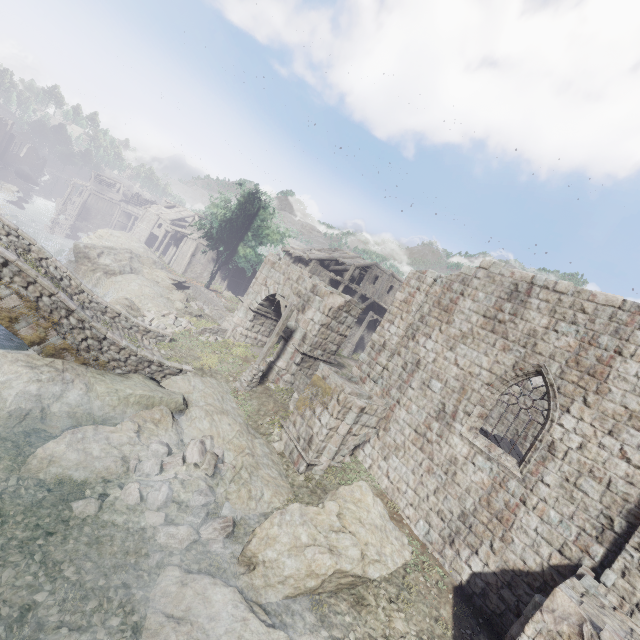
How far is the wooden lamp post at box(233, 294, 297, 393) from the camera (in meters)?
15.70

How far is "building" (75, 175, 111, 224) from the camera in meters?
57.8

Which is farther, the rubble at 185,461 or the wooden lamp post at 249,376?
the wooden lamp post at 249,376

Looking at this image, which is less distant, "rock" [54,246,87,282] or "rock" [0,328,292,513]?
"rock" [0,328,292,513]

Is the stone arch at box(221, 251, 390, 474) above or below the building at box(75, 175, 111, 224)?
above

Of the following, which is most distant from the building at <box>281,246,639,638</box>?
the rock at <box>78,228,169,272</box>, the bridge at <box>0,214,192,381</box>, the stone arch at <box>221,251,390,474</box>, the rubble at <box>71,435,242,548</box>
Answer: the bridge at <box>0,214,192,381</box>

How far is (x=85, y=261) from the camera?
24.8 meters

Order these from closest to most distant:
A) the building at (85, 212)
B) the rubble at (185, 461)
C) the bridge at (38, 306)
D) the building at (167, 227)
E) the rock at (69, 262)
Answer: the rubble at (185, 461), the bridge at (38, 306), the rock at (69, 262), the building at (167, 227), the building at (85, 212)
